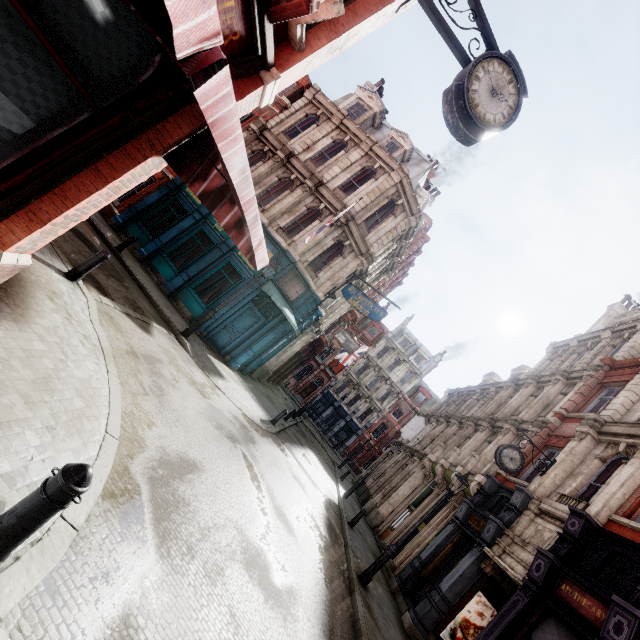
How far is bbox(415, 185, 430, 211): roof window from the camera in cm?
2083

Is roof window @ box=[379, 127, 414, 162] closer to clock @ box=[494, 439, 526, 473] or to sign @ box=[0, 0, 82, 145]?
clock @ box=[494, 439, 526, 473]

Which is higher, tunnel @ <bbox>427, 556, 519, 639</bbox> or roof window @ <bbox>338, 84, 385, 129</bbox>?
roof window @ <bbox>338, 84, 385, 129</bbox>

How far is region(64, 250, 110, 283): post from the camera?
7.0 meters

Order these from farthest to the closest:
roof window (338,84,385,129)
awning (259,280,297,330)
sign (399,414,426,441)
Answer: sign (399,414,426,441) < roof window (338,84,385,129) < awning (259,280,297,330)

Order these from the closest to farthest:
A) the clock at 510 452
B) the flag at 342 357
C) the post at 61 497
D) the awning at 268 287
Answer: the post at 61 497 < the clock at 510 452 < the awning at 268 287 < the flag at 342 357

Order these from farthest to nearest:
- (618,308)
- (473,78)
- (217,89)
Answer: (618,308)
(473,78)
(217,89)

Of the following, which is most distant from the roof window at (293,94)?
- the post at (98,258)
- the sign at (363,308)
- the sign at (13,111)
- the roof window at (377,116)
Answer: the sign at (13,111)
